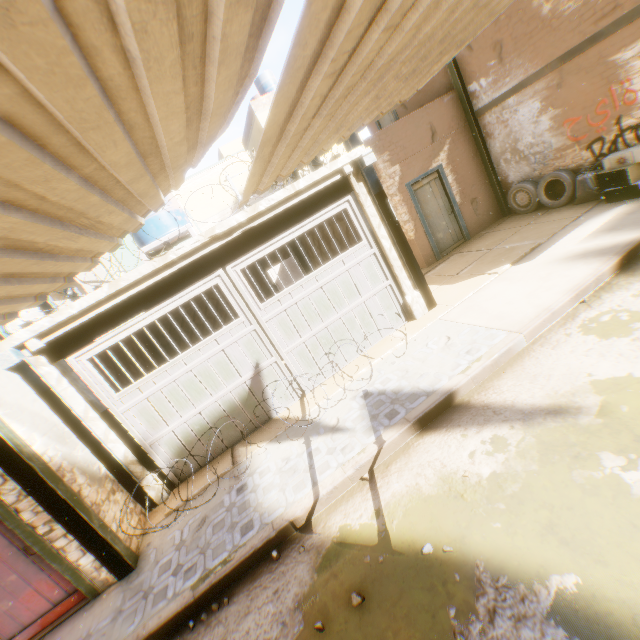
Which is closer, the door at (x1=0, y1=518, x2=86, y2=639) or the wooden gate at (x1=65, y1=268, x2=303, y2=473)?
the door at (x1=0, y1=518, x2=86, y2=639)

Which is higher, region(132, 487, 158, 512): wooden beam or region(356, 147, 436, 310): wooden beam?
region(356, 147, 436, 310): wooden beam

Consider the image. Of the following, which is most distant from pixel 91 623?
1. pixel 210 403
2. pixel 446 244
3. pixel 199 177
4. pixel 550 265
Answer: pixel 199 177

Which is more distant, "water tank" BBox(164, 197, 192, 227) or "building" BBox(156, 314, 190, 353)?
"building" BBox(156, 314, 190, 353)

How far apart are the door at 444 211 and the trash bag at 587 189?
1.9m

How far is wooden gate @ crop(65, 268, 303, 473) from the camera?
5.6 meters

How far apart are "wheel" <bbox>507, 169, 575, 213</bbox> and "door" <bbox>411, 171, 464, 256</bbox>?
0.4 meters

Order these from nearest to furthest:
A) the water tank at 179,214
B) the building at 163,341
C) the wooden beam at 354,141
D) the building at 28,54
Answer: the building at 28,54
the wooden beam at 354,141
the water tank at 179,214
the building at 163,341
